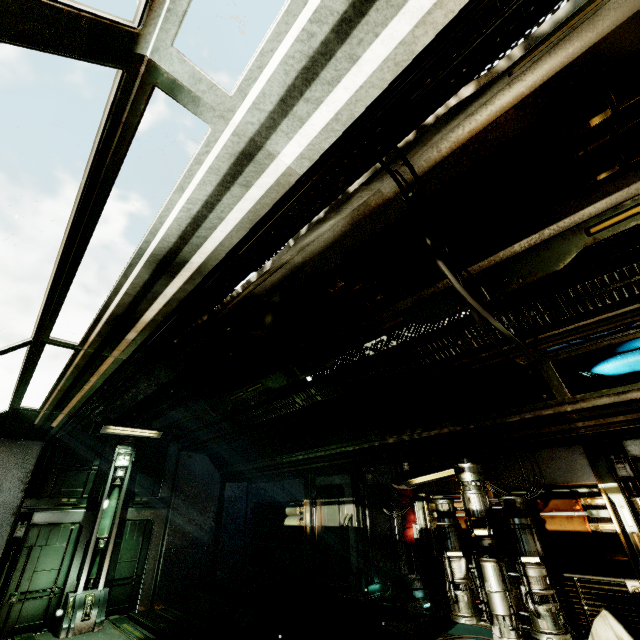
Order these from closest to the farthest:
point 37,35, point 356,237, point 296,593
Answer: point 37,35
point 356,237
point 296,593

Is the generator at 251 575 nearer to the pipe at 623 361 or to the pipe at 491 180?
the pipe at 491 180

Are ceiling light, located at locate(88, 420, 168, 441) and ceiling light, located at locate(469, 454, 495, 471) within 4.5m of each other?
no

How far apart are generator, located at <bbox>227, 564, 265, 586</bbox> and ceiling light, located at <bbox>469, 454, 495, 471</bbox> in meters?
5.1

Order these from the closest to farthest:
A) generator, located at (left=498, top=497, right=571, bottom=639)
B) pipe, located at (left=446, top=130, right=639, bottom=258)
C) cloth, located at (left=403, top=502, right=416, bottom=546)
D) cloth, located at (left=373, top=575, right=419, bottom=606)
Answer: pipe, located at (left=446, top=130, right=639, bottom=258)
generator, located at (left=498, top=497, right=571, bottom=639)
cloth, located at (left=373, top=575, right=419, bottom=606)
cloth, located at (left=403, top=502, right=416, bottom=546)

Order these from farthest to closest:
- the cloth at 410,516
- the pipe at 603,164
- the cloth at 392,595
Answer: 1. the cloth at 410,516
2. the cloth at 392,595
3. the pipe at 603,164

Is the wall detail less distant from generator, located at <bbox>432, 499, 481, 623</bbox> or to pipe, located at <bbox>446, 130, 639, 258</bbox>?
pipe, located at <bbox>446, 130, 639, 258</bbox>

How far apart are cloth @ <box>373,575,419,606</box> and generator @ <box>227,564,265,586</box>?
3.5 meters
